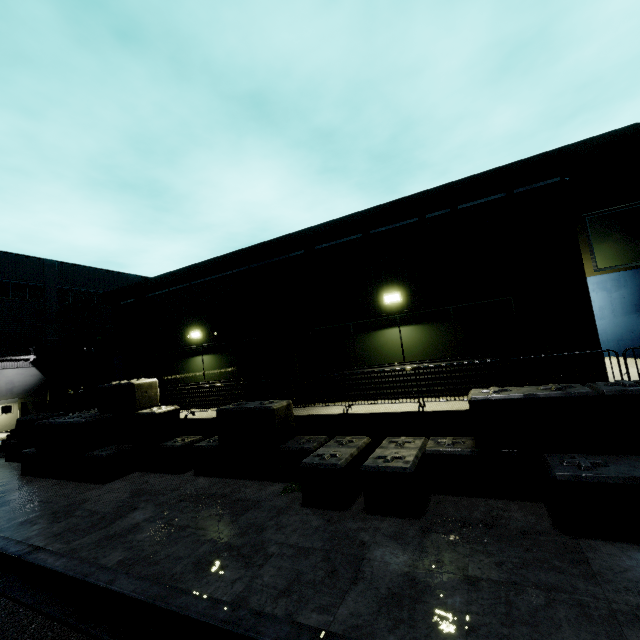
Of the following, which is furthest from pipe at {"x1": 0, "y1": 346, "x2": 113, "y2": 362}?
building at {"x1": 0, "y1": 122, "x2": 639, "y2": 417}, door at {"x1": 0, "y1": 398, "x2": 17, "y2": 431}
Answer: door at {"x1": 0, "y1": 398, "x2": 17, "y2": 431}

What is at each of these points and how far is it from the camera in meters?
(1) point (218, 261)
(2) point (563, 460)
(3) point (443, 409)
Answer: (1) building, 22.4 m
(2) concrete block, 5.0 m
(3) building, 7.3 m

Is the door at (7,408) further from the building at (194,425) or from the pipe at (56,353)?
the pipe at (56,353)

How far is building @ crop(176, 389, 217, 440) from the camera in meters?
10.2

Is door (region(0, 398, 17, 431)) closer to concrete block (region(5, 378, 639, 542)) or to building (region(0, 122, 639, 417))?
building (region(0, 122, 639, 417))

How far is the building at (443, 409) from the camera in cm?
715

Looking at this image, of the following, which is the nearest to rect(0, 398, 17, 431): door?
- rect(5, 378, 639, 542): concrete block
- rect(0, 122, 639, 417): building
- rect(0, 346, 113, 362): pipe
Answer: rect(0, 122, 639, 417): building
